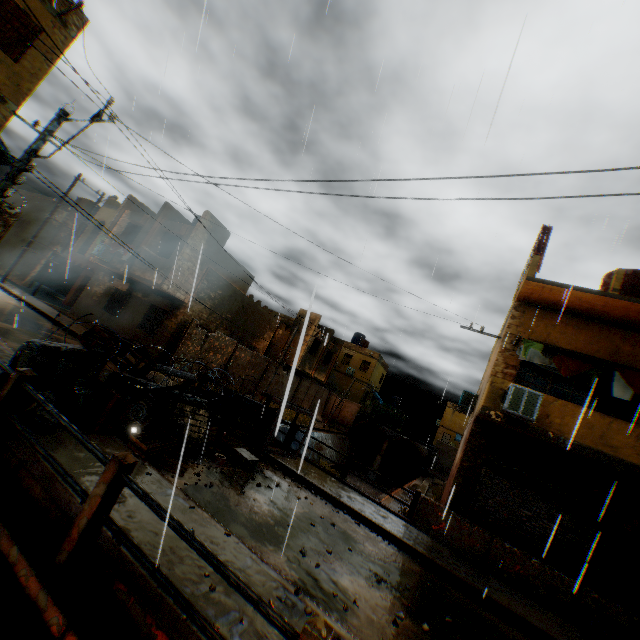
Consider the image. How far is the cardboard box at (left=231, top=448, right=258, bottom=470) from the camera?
8.1 meters

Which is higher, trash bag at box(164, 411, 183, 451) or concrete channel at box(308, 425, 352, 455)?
trash bag at box(164, 411, 183, 451)

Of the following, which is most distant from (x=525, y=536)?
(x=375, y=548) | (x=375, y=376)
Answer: (x=375, y=376)

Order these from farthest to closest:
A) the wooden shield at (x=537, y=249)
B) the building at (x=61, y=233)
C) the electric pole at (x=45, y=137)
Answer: the building at (x=61, y=233) → the wooden shield at (x=537, y=249) → the electric pole at (x=45, y=137)

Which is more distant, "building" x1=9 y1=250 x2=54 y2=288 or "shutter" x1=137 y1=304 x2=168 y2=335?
"building" x1=9 y1=250 x2=54 y2=288

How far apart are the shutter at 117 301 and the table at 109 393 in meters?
15.2 m

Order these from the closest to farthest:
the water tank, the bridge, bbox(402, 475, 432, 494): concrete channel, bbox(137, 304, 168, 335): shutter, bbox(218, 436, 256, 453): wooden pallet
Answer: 1. the bridge
2. bbox(218, 436, 256, 453): wooden pallet
3. the water tank
4. bbox(137, 304, 168, 335): shutter
5. bbox(402, 475, 432, 494): concrete channel

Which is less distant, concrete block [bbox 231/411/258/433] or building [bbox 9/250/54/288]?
concrete block [bbox 231/411/258/433]
